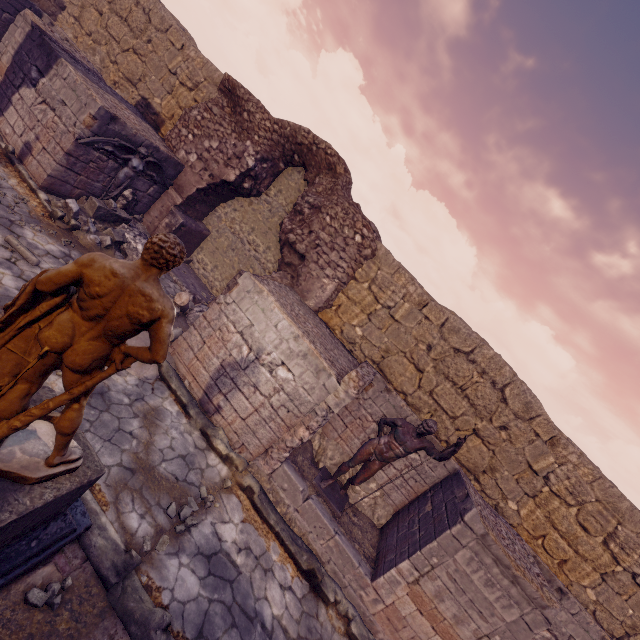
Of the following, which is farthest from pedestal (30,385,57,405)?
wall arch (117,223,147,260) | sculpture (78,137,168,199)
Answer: sculpture (78,137,168,199)

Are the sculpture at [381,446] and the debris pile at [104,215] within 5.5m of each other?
no

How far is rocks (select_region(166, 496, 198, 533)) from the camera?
4.44m

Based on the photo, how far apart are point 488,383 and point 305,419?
4.75m

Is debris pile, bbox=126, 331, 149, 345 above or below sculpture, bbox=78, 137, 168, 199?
below

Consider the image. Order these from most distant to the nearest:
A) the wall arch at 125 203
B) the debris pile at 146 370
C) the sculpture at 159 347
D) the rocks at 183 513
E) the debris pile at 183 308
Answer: the wall arch at 125 203, the debris pile at 183 308, the debris pile at 146 370, the rocks at 183 513, the sculpture at 159 347

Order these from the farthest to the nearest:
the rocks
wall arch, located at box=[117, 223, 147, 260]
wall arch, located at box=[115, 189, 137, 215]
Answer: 1. wall arch, located at box=[115, 189, 137, 215]
2. wall arch, located at box=[117, 223, 147, 260]
3. the rocks

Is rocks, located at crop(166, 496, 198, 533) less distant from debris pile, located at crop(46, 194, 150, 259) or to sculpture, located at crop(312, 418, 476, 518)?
sculpture, located at crop(312, 418, 476, 518)
